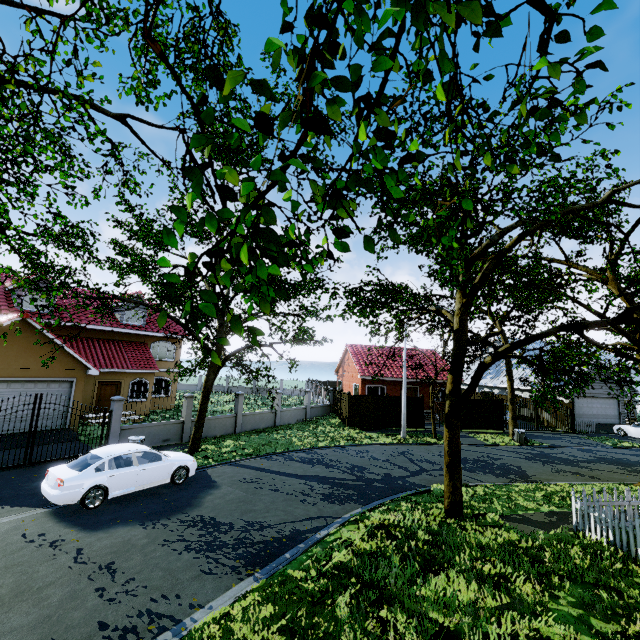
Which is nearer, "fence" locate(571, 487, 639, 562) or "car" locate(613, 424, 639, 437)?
"fence" locate(571, 487, 639, 562)

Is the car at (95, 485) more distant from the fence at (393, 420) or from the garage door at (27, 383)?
the garage door at (27, 383)

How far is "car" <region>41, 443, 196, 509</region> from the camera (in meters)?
9.14

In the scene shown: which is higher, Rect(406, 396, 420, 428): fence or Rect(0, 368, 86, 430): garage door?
Rect(0, 368, 86, 430): garage door

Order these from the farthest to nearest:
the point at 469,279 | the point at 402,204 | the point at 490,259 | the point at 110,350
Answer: the point at 110,350, the point at 490,259, the point at 402,204, the point at 469,279

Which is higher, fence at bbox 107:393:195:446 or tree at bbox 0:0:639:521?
tree at bbox 0:0:639:521

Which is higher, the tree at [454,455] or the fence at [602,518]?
the tree at [454,455]

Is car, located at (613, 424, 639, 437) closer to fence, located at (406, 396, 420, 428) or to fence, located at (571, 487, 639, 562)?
fence, located at (406, 396, 420, 428)
